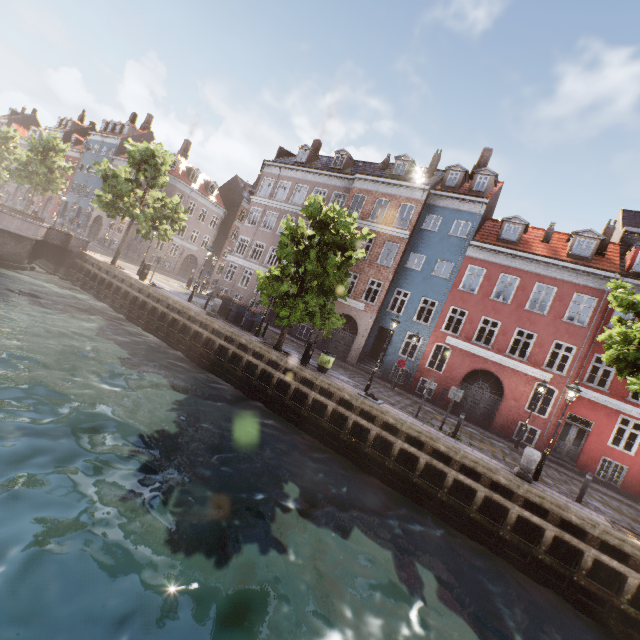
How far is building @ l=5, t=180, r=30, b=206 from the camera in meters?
→ 52.4 m

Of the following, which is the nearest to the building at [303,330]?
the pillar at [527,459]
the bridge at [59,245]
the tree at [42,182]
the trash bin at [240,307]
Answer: the tree at [42,182]

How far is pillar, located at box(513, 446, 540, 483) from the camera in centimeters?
1106cm

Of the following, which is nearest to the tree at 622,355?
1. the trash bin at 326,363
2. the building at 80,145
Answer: the trash bin at 326,363

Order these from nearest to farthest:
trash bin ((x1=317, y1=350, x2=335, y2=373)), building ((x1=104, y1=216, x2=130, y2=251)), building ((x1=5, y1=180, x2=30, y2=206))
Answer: trash bin ((x1=317, y1=350, x2=335, y2=373)) < building ((x1=104, y1=216, x2=130, y2=251)) < building ((x1=5, y1=180, x2=30, y2=206))

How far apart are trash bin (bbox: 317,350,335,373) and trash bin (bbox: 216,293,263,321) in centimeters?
672cm

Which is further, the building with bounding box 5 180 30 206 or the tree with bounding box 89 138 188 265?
the building with bounding box 5 180 30 206

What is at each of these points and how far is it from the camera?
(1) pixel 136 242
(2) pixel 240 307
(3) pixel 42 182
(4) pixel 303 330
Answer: (1) building, 38.19m
(2) trash bin, 19.83m
(3) tree, 30.34m
(4) building, 27.44m
